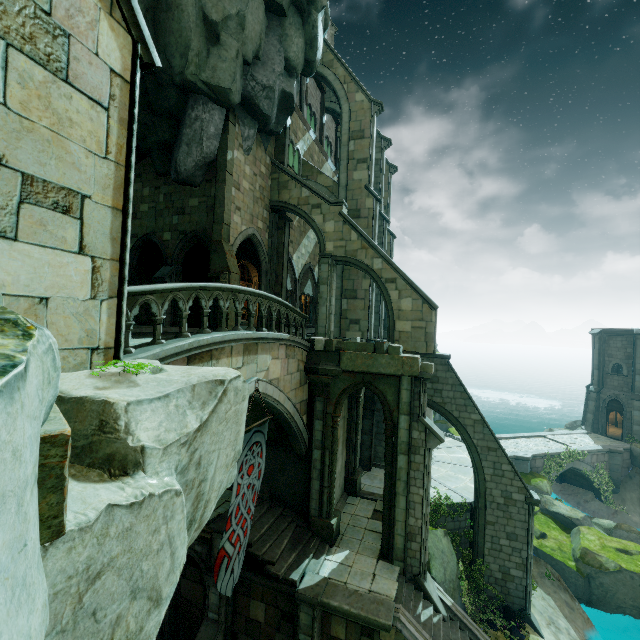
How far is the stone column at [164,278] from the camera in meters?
15.5

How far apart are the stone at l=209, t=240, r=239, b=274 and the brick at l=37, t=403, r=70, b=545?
11.9 meters

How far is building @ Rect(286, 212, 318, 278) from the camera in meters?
21.9

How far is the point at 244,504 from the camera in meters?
9.3 m

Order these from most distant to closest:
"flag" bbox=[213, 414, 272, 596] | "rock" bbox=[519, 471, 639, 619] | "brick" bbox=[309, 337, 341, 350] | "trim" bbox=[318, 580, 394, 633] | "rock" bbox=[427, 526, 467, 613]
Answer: "rock" bbox=[519, 471, 639, 619] → "rock" bbox=[427, 526, 467, 613] → "brick" bbox=[309, 337, 341, 350] → "trim" bbox=[318, 580, 394, 633] → "flag" bbox=[213, 414, 272, 596]

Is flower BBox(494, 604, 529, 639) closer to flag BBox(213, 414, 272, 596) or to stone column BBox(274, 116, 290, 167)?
flag BBox(213, 414, 272, 596)

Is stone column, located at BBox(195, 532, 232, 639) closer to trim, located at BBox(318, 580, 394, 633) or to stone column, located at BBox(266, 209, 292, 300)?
trim, located at BBox(318, 580, 394, 633)

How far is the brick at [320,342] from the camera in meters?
12.8 m
